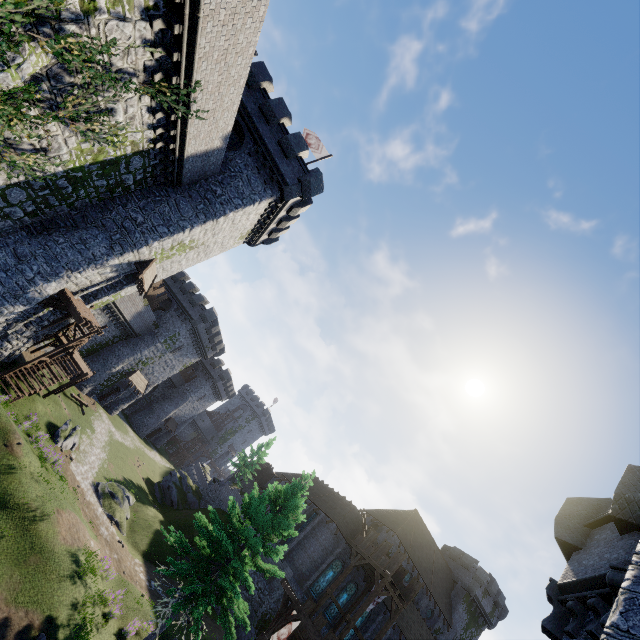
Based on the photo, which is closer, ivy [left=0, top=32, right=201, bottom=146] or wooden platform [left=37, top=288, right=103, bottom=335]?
ivy [left=0, top=32, right=201, bottom=146]

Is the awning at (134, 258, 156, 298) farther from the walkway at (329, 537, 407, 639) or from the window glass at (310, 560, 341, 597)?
the window glass at (310, 560, 341, 597)

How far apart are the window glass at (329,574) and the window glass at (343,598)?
1.47m

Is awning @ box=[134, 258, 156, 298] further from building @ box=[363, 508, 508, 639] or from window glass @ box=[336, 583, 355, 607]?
window glass @ box=[336, 583, 355, 607]

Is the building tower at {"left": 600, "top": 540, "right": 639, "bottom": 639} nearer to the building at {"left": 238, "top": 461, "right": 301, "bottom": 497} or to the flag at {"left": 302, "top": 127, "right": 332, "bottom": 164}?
the flag at {"left": 302, "top": 127, "right": 332, "bottom": 164}

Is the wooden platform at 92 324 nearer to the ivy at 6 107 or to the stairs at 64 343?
the stairs at 64 343

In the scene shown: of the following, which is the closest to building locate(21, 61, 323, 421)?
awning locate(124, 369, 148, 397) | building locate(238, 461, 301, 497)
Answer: awning locate(124, 369, 148, 397)

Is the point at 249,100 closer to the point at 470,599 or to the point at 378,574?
the point at 378,574
